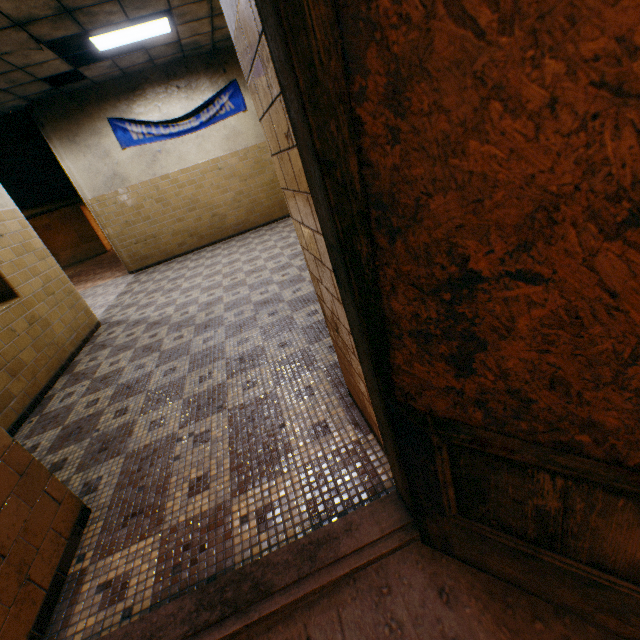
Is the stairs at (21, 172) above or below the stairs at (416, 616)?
above

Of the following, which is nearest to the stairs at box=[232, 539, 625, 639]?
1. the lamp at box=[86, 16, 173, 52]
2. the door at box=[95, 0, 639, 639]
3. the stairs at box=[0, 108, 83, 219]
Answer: the door at box=[95, 0, 639, 639]

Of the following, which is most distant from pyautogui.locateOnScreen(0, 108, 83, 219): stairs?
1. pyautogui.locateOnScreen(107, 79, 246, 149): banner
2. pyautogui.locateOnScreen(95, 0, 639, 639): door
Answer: pyautogui.locateOnScreen(95, 0, 639, 639): door

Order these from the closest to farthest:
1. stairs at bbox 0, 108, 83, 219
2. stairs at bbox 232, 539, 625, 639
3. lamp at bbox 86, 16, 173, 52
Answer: stairs at bbox 232, 539, 625, 639 → lamp at bbox 86, 16, 173, 52 → stairs at bbox 0, 108, 83, 219

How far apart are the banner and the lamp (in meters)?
1.67

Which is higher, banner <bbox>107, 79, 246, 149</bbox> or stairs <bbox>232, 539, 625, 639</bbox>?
banner <bbox>107, 79, 246, 149</bbox>

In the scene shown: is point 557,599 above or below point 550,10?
below

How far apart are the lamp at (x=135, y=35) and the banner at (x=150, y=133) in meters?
1.7 m
